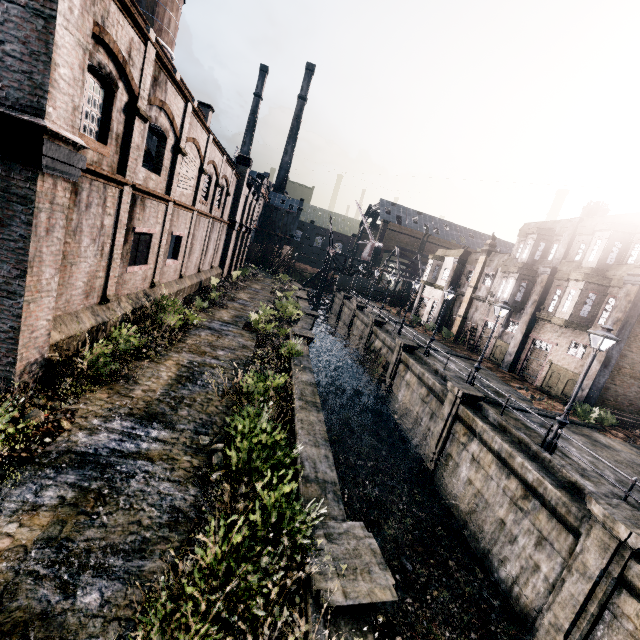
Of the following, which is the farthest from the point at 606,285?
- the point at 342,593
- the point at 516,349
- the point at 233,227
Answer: the point at 233,227

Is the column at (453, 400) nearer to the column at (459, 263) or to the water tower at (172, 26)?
the column at (459, 263)

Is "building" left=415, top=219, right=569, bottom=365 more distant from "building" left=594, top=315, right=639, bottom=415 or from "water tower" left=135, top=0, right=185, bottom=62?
"water tower" left=135, top=0, right=185, bottom=62

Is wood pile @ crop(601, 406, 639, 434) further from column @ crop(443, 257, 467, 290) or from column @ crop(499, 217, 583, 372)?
column @ crop(443, 257, 467, 290)

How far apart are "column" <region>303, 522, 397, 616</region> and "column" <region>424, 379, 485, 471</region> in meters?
12.6 m

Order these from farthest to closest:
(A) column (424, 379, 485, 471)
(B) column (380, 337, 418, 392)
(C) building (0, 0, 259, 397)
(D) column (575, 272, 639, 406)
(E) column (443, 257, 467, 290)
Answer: (E) column (443, 257, 467, 290)
(B) column (380, 337, 418, 392)
(D) column (575, 272, 639, 406)
(A) column (424, 379, 485, 471)
(C) building (0, 0, 259, 397)

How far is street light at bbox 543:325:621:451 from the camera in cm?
1288

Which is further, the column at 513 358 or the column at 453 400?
the column at 513 358
